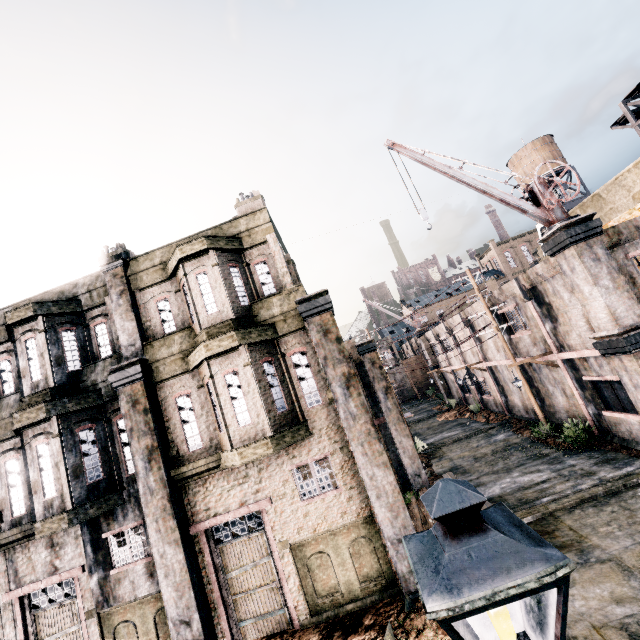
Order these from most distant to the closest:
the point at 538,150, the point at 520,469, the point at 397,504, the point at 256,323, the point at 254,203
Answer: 1. the point at 538,150
2. the point at 520,469
3. the point at 254,203
4. the point at 256,323
5. the point at 397,504

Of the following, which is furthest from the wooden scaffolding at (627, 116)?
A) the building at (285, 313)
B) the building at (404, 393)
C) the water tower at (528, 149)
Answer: the building at (404, 393)

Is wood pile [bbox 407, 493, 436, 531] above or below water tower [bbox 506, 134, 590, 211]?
below

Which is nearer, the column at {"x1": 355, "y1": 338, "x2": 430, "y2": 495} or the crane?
the crane

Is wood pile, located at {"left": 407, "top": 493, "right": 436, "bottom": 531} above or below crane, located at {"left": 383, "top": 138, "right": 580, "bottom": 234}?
below

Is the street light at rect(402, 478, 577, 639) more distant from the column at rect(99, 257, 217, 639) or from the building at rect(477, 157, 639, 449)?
the building at rect(477, 157, 639, 449)

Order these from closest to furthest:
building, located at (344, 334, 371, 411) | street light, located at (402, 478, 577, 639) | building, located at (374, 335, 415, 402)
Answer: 1. street light, located at (402, 478, 577, 639)
2. building, located at (344, 334, 371, 411)
3. building, located at (374, 335, 415, 402)

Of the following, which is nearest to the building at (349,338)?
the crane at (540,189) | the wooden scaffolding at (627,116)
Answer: the crane at (540,189)
